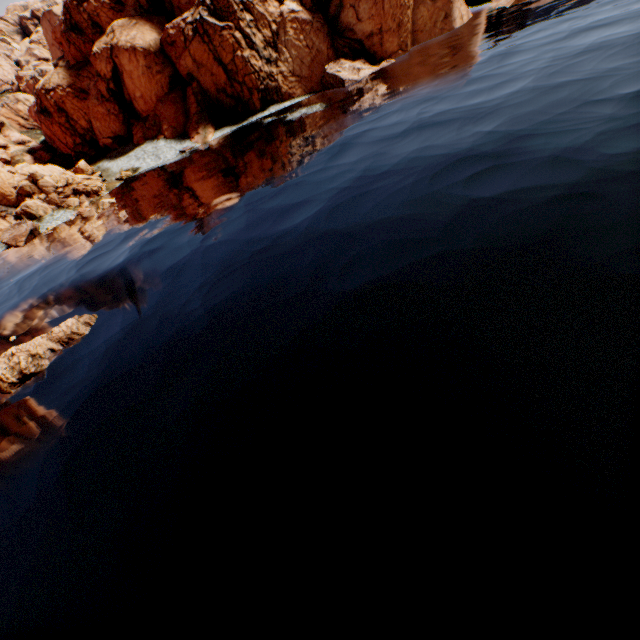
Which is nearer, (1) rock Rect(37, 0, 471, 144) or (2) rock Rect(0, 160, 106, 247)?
(2) rock Rect(0, 160, 106, 247)

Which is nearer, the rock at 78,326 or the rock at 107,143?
the rock at 78,326

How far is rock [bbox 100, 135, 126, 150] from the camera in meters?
57.2 m

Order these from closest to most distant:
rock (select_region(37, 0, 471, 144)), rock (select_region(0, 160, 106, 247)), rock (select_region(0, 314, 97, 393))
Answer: rock (select_region(0, 314, 97, 393))
rock (select_region(0, 160, 106, 247))
rock (select_region(37, 0, 471, 144))

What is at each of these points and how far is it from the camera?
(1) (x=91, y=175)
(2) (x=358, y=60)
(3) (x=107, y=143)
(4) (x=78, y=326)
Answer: (1) rock, 51.97m
(2) rock, 47.97m
(3) rock, 57.50m
(4) rock, 17.72m
